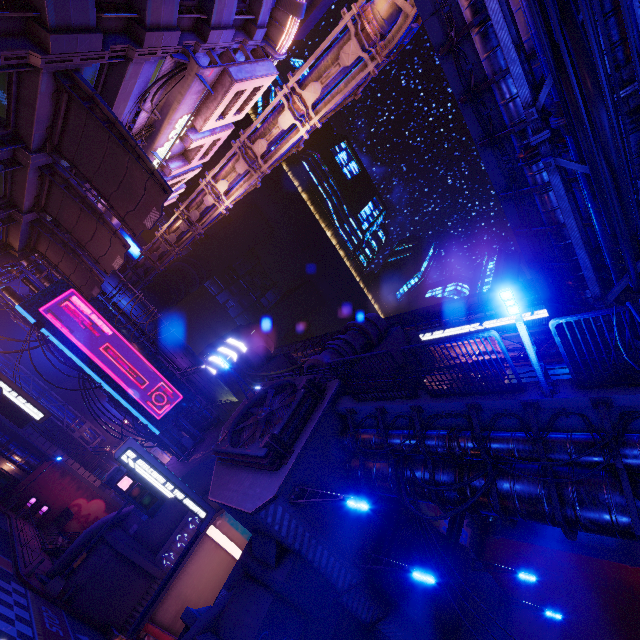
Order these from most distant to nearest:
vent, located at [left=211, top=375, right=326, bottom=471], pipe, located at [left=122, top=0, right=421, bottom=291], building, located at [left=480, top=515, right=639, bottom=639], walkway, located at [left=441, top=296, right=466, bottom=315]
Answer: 1. walkway, located at [left=441, top=296, right=466, bottom=315]
2. building, located at [left=480, top=515, right=639, bottom=639]
3. pipe, located at [left=122, top=0, right=421, bottom=291]
4. vent, located at [left=211, top=375, right=326, bottom=471]

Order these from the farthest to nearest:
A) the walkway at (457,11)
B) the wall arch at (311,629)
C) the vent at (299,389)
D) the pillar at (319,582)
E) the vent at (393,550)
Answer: the vent at (393,550) → the wall arch at (311,629) → the vent at (299,389) → the pillar at (319,582) → the walkway at (457,11)

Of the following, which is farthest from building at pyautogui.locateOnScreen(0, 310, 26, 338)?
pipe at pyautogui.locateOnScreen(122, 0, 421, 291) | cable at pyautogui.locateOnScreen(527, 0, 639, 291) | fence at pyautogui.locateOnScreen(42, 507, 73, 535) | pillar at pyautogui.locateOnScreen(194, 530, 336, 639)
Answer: cable at pyautogui.locateOnScreen(527, 0, 639, 291)

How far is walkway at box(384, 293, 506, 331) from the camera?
44.1m

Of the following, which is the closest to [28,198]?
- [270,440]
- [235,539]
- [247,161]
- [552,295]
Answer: [247,161]

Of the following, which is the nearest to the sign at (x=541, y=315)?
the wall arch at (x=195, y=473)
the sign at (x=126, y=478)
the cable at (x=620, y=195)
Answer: the wall arch at (x=195, y=473)

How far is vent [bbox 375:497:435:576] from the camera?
15.5 meters

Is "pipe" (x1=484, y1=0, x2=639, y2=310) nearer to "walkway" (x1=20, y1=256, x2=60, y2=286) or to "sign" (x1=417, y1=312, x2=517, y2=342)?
"walkway" (x1=20, y1=256, x2=60, y2=286)
